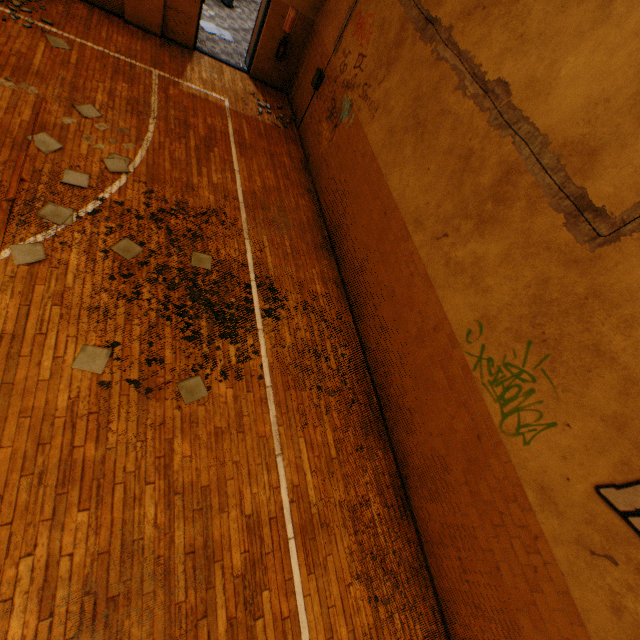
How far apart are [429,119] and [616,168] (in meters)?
2.90
